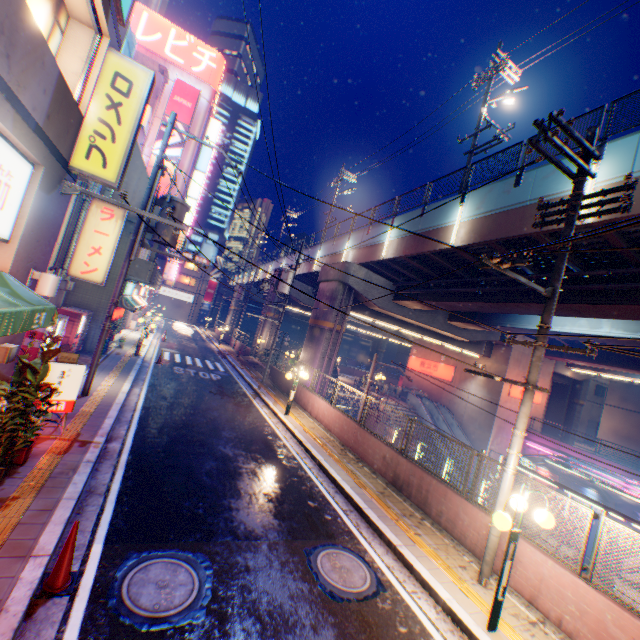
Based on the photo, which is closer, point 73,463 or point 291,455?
point 73,463

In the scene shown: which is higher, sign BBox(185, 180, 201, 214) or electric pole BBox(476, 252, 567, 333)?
sign BBox(185, 180, 201, 214)

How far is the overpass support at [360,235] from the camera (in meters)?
19.58

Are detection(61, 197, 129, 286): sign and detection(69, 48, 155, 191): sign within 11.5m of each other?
yes

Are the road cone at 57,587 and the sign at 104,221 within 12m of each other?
yes

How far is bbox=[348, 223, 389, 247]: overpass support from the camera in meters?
19.6

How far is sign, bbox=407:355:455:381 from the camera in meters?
32.4

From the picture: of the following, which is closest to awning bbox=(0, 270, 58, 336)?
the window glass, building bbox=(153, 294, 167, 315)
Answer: the window glass
